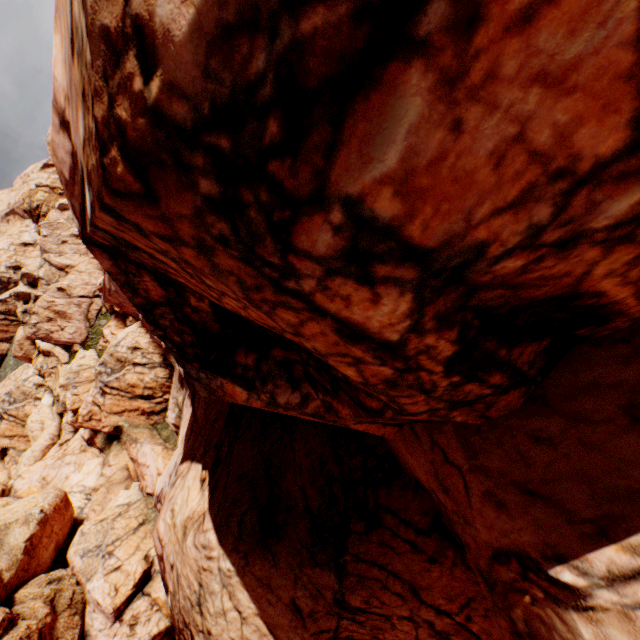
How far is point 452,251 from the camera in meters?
2.6 m
